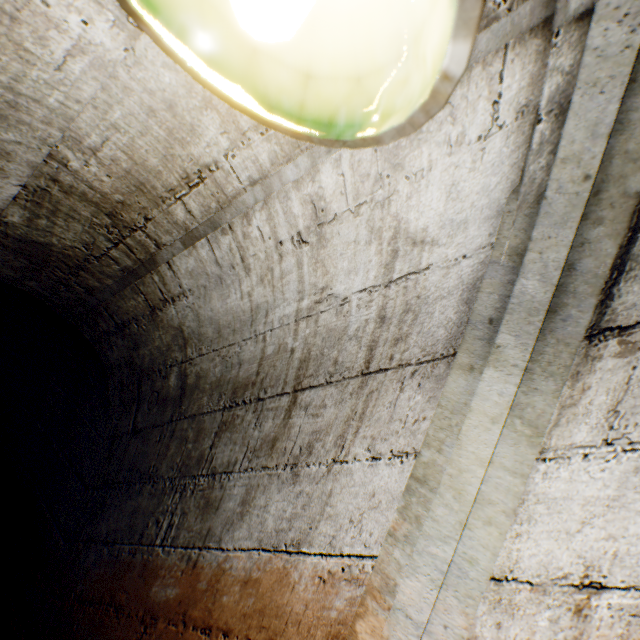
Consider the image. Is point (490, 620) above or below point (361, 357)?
below
